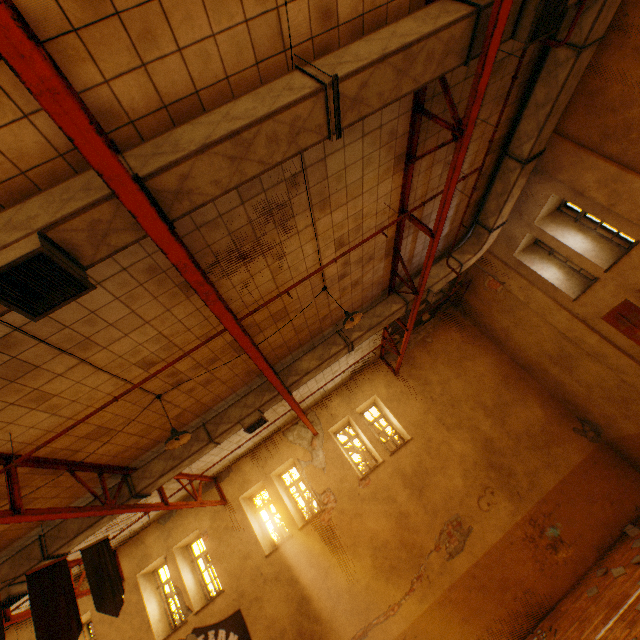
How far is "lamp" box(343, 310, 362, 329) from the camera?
6.3m

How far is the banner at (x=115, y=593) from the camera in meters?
5.0 m

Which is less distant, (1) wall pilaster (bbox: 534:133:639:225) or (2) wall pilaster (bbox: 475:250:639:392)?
(1) wall pilaster (bbox: 534:133:639:225)

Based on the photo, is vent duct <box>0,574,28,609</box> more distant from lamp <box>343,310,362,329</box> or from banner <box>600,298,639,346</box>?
banner <box>600,298,639,346</box>

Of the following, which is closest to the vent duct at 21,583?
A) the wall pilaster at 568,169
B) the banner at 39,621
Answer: the wall pilaster at 568,169

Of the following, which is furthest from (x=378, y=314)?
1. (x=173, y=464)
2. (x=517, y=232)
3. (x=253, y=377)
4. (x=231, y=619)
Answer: (x=231, y=619)

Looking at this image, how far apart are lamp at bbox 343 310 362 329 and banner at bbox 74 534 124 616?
5.8m

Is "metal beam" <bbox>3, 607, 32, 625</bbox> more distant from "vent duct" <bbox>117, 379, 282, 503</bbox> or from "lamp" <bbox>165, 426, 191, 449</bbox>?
"lamp" <bbox>165, 426, 191, 449</bbox>
